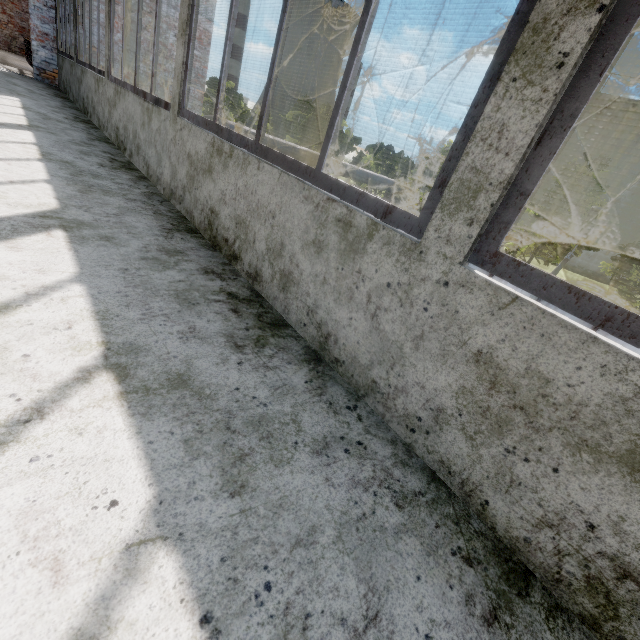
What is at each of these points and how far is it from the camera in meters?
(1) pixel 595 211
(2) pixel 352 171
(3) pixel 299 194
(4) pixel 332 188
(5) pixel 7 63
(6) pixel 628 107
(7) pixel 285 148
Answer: (1) lamp post, 15.3 m
(2) pipe, 14.5 m
(3) building, 1.9 m
(4) window, 1.7 m
(5) elevated walkway, 10.0 m
(6) storage tank, 59.2 m
(7) pipe, 12.0 m

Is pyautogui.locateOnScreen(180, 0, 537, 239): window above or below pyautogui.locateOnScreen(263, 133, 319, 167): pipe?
above

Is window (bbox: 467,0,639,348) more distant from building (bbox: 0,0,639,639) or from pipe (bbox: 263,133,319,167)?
pipe (bbox: 263,133,319,167)

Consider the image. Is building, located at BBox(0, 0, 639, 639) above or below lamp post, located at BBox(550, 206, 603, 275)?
below

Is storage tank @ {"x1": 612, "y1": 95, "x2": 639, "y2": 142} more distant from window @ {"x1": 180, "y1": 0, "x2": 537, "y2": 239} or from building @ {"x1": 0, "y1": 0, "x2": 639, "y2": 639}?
window @ {"x1": 180, "y1": 0, "x2": 537, "y2": 239}

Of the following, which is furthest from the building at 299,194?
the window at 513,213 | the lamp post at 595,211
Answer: the lamp post at 595,211

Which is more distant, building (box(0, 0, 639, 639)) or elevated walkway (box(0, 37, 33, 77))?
elevated walkway (box(0, 37, 33, 77))

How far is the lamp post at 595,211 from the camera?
15.3 meters
